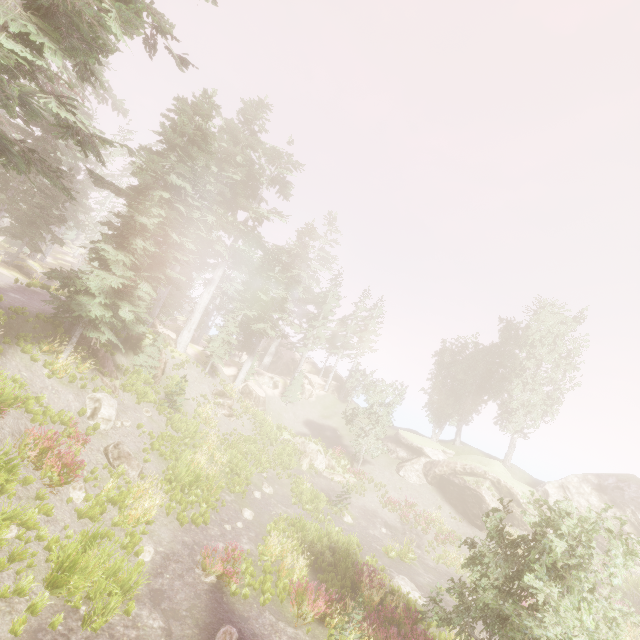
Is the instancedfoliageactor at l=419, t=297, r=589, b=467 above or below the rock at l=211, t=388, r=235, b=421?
above

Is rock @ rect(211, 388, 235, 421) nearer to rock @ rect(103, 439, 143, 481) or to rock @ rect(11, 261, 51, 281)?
rock @ rect(103, 439, 143, 481)

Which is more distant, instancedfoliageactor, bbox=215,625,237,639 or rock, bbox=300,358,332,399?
rock, bbox=300,358,332,399

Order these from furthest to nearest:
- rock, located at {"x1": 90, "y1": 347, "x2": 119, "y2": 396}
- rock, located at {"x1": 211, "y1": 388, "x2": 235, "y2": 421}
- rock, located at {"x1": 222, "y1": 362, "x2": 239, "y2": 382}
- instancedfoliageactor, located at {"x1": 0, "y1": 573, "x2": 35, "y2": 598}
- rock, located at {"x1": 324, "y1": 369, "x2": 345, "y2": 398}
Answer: rock, located at {"x1": 324, "y1": 369, "x2": 345, "y2": 398}
rock, located at {"x1": 222, "y1": 362, "x2": 239, "y2": 382}
rock, located at {"x1": 211, "y1": 388, "x2": 235, "y2": 421}
rock, located at {"x1": 90, "y1": 347, "x2": 119, "y2": 396}
instancedfoliageactor, located at {"x1": 0, "y1": 573, "x2": 35, "y2": 598}

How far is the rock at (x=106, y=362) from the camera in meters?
17.8

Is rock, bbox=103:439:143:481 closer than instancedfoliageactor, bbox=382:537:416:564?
Yes

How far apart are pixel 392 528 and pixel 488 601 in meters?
17.9

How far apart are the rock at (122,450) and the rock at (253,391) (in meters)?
19.44
